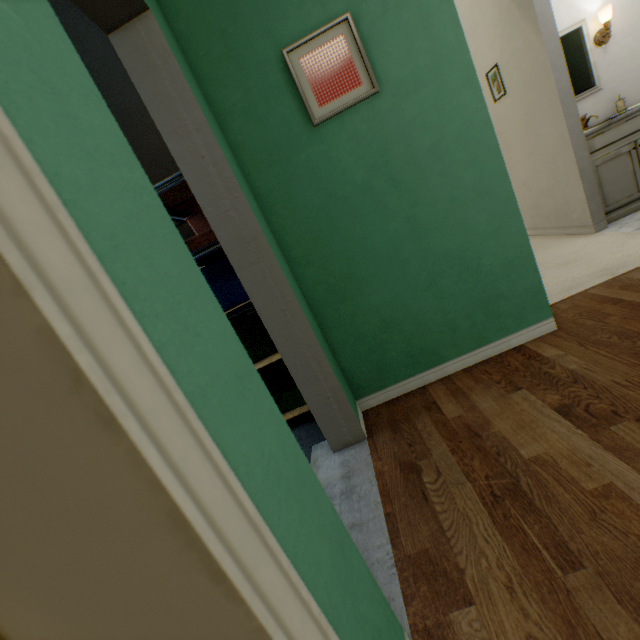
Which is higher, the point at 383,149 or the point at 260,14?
the point at 260,14

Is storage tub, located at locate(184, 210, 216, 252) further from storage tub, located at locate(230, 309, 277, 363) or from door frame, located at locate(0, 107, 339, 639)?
door frame, located at locate(0, 107, 339, 639)

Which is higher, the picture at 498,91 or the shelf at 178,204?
the shelf at 178,204

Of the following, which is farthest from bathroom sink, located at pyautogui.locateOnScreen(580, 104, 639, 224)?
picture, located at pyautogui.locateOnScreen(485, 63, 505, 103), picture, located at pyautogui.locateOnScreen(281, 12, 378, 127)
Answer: picture, located at pyautogui.locateOnScreen(281, 12, 378, 127)

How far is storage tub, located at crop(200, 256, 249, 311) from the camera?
2.36m

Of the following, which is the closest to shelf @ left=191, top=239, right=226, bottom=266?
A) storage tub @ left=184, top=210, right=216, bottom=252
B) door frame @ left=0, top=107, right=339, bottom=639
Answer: storage tub @ left=184, top=210, right=216, bottom=252

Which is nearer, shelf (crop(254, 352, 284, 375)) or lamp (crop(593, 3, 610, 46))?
shelf (crop(254, 352, 284, 375))

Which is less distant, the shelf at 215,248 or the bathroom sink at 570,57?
the shelf at 215,248
